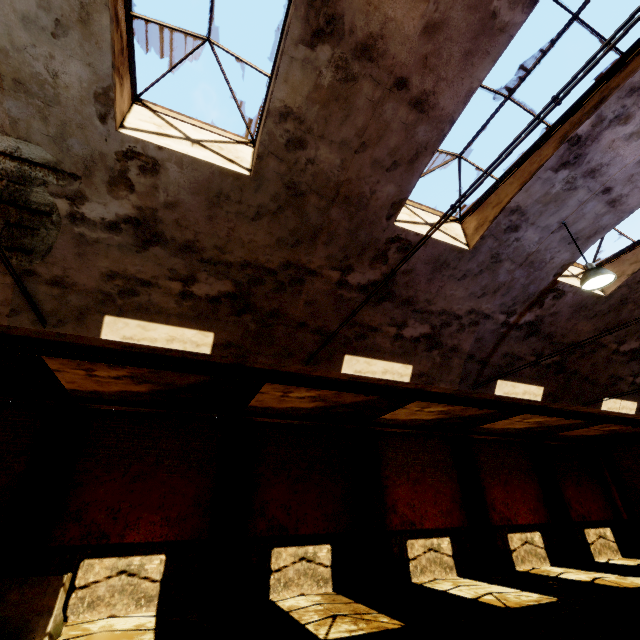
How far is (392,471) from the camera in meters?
12.7 m

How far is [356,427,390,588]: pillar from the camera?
10.48m

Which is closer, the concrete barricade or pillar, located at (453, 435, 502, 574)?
the concrete barricade

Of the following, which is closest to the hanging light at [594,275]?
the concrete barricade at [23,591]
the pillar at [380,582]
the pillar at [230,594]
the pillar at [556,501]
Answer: the pillar at [380,582]

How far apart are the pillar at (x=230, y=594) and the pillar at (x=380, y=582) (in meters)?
4.22

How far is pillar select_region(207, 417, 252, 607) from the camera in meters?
8.8

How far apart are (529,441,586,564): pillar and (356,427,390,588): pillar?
9.21m

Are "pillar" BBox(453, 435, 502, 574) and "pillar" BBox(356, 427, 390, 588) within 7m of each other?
yes
